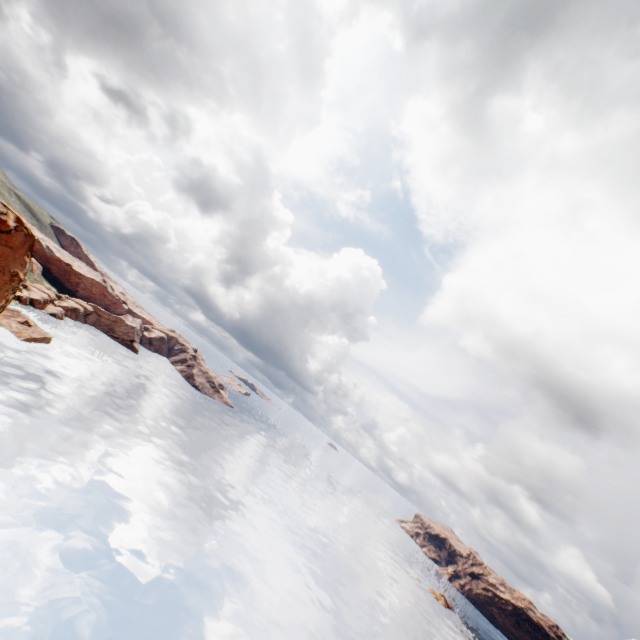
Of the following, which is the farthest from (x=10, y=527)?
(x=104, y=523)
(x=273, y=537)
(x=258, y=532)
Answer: (x=273, y=537)
